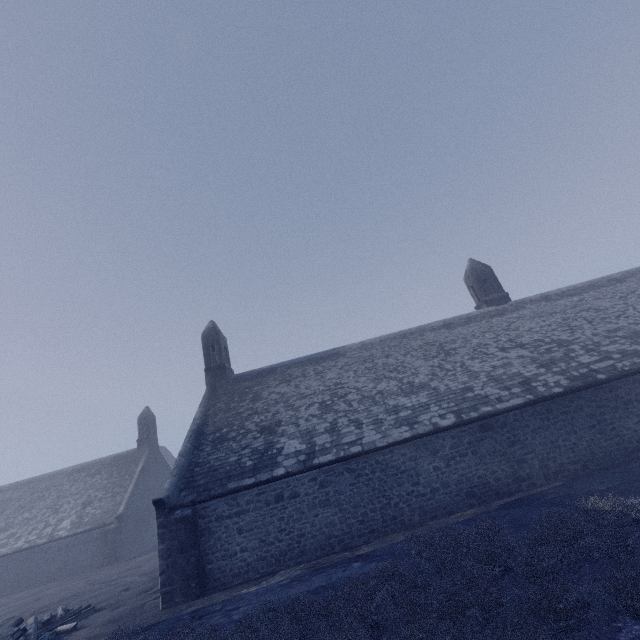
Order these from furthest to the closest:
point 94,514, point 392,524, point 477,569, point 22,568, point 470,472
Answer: point 94,514 < point 22,568 < point 470,472 < point 392,524 < point 477,569
